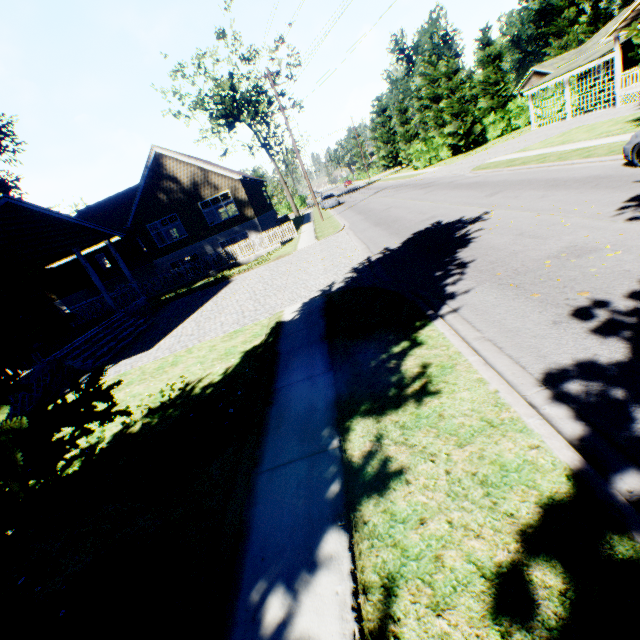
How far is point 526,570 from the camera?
2.2 meters

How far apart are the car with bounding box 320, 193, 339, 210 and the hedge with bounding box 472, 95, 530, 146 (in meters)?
18.79

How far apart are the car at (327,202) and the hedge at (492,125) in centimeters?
1879cm

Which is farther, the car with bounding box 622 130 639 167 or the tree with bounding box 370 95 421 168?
the tree with bounding box 370 95 421 168

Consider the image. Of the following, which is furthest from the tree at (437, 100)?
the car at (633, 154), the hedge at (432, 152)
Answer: the car at (633, 154)

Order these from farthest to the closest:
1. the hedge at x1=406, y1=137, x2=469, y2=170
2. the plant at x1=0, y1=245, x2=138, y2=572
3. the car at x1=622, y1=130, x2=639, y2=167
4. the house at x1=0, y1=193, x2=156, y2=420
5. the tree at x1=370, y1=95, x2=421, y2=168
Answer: the tree at x1=370, y1=95, x2=421, y2=168
the hedge at x1=406, y1=137, x2=469, y2=170
the house at x1=0, y1=193, x2=156, y2=420
the car at x1=622, y1=130, x2=639, y2=167
the plant at x1=0, y1=245, x2=138, y2=572

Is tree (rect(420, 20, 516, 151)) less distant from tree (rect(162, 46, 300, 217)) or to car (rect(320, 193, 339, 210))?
car (rect(320, 193, 339, 210))

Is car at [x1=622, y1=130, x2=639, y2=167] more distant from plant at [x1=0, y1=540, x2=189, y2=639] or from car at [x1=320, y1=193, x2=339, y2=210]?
car at [x1=320, y1=193, x2=339, y2=210]
